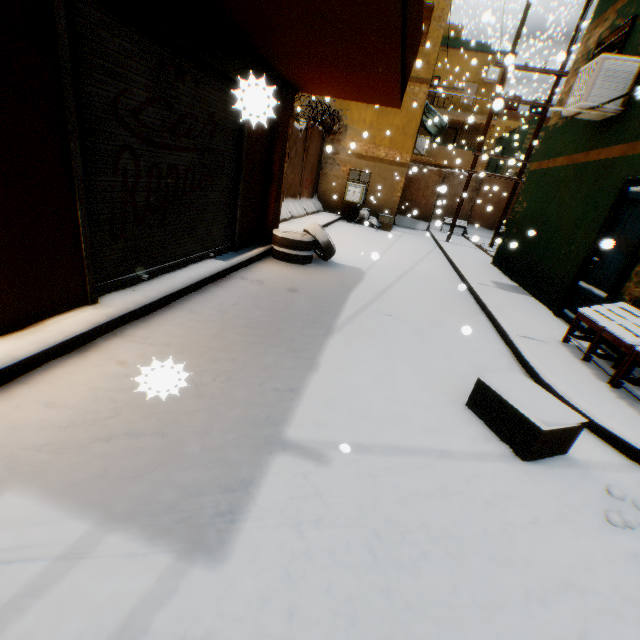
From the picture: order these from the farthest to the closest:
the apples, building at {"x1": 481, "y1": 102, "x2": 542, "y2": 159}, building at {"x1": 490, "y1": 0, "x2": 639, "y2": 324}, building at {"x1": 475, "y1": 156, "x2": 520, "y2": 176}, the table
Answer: building at {"x1": 475, "y1": 156, "x2": 520, "y2": 176} < building at {"x1": 481, "y1": 102, "x2": 542, "y2": 159} < building at {"x1": 490, "y1": 0, "x2": 639, "y2": 324} < the table < the apples

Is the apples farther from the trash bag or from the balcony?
the trash bag

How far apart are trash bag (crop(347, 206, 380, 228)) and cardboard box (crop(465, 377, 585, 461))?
13.2m

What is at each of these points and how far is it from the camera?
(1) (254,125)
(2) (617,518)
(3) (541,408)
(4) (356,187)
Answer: (1) building, 1.4 meters
(2) apples, 2.3 meters
(3) cardboard box, 2.8 meters
(4) window air conditioner, 15.1 meters

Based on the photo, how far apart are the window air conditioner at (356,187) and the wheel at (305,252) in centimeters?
823cm

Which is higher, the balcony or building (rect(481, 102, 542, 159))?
building (rect(481, 102, 542, 159))

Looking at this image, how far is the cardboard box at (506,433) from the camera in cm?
266

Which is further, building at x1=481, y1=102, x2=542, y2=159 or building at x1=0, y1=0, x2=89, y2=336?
building at x1=481, y1=102, x2=542, y2=159
